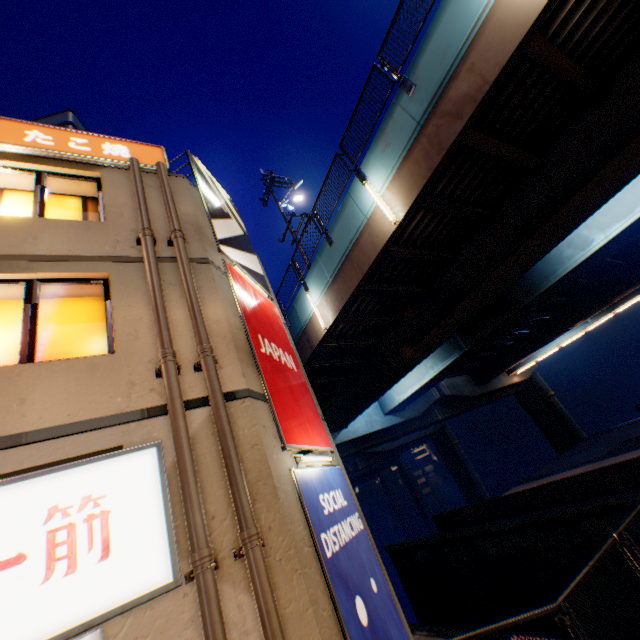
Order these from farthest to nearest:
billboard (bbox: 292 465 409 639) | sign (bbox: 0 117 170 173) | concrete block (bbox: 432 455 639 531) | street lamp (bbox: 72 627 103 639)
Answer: concrete block (bbox: 432 455 639 531) → sign (bbox: 0 117 170 173) → billboard (bbox: 292 465 409 639) → street lamp (bbox: 72 627 103 639)

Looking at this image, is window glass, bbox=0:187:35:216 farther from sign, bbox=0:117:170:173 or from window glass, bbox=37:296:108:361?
window glass, bbox=37:296:108:361

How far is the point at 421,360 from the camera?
15.4m

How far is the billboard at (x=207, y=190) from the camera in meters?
8.1

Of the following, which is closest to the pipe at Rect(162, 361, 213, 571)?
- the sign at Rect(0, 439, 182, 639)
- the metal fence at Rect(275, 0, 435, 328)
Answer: the sign at Rect(0, 439, 182, 639)

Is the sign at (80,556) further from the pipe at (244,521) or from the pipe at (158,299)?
the pipe at (244,521)

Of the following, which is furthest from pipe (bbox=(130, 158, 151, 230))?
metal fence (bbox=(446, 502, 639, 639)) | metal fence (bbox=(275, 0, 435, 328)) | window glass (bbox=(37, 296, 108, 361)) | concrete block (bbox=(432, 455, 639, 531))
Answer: concrete block (bbox=(432, 455, 639, 531))

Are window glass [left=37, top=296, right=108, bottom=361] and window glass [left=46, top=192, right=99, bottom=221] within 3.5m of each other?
yes
